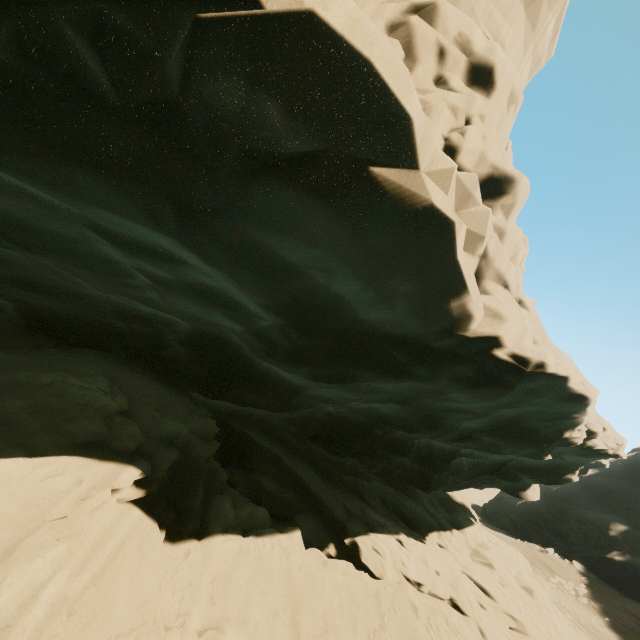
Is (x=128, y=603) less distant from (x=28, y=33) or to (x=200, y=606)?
(x=200, y=606)
